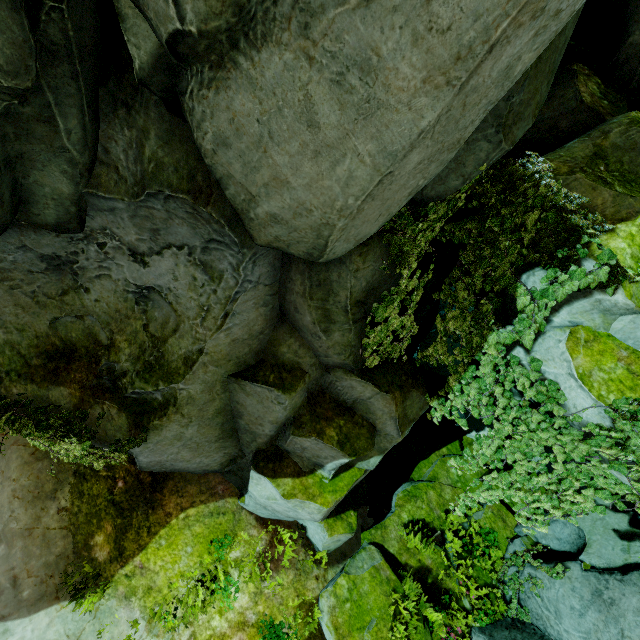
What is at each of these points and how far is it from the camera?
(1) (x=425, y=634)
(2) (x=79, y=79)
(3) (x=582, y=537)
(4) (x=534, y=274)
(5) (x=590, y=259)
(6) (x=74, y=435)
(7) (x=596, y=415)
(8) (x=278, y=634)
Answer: (1) rock, 7.7 meters
(2) rock, 2.9 meters
(3) rock, 8.1 meters
(4) rock, 4.8 meters
(5) rock, 4.2 meters
(6) plant, 5.1 meters
(7) rock, 4.1 meters
(8) plant, 6.9 meters

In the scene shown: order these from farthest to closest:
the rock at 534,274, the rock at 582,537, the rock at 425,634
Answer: the rock at 425,634 → the rock at 582,537 → the rock at 534,274

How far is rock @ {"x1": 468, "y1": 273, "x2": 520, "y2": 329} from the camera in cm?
524

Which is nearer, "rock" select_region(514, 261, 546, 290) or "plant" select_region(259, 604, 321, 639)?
"rock" select_region(514, 261, 546, 290)

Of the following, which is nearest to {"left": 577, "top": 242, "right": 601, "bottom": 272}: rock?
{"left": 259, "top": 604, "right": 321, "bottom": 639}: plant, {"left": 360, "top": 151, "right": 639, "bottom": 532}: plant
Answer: {"left": 360, "top": 151, "right": 639, "bottom": 532}: plant

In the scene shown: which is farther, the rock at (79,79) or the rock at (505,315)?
the rock at (505,315)

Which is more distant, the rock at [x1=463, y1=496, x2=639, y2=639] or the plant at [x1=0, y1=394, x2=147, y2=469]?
the rock at [x1=463, y1=496, x2=639, y2=639]

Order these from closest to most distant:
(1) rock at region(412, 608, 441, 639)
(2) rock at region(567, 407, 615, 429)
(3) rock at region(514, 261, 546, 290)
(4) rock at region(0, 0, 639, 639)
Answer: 1. (4) rock at region(0, 0, 639, 639)
2. (2) rock at region(567, 407, 615, 429)
3. (3) rock at region(514, 261, 546, 290)
4. (1) rock at region(412, 608, 441, 639)
